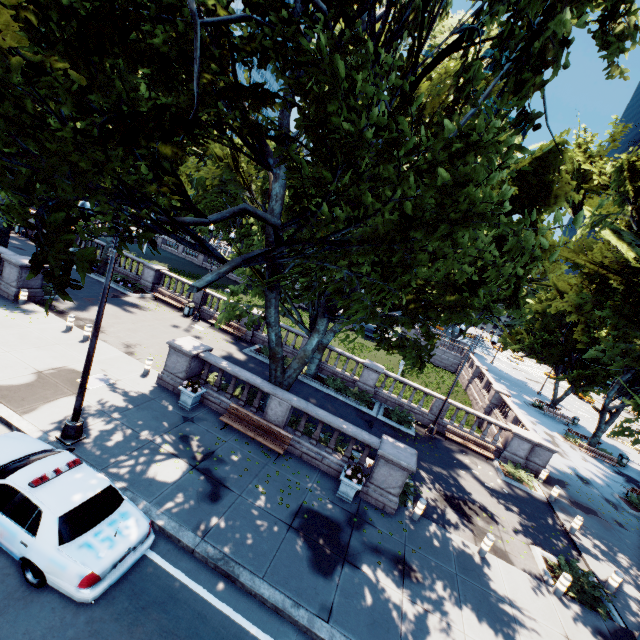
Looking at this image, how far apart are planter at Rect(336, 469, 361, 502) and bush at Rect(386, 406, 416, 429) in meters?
8.1 m

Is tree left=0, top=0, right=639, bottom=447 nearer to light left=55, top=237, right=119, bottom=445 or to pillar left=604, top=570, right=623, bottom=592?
light left=55, top=237, right=119, bottom=445

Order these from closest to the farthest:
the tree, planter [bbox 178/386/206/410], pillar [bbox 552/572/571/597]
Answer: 1. the tree
2. pillar [bbox 552/572/571/597]
3. planter [bbox 178/386/206/410]

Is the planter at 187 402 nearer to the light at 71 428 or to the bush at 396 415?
the light at 71 428

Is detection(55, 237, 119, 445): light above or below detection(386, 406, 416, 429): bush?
above

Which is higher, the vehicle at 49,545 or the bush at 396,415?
the vehicle at 49,545

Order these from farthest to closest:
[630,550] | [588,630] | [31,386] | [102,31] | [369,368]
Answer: [369,368]
[630,550]
[31,386]
[588,630]
[102,31]

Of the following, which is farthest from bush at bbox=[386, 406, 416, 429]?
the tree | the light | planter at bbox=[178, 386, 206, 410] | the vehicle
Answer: the light
